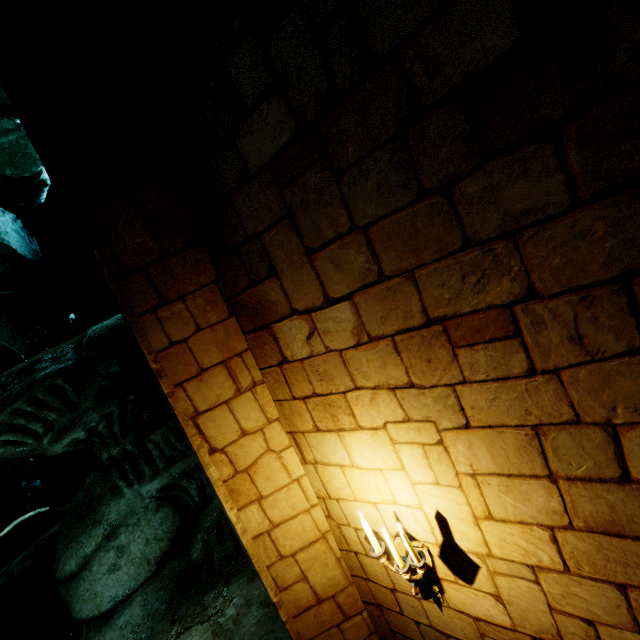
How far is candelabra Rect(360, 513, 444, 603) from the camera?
2.3m

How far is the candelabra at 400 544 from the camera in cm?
226

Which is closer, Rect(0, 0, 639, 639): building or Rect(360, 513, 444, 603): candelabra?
Rect(0, 0, 639, 639): building

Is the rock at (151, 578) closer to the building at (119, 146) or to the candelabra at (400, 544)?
the building at (119, 146)

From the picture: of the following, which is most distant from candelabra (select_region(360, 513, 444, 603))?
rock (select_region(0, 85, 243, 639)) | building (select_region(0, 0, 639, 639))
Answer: rock (select_region(0, 85, 243, 639))

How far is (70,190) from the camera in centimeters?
250cm

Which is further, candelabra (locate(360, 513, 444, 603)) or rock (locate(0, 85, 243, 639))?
rock (locate(0, 85, 243, 639))

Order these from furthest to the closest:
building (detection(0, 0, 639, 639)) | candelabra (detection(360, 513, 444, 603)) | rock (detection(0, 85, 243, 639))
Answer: rock (detection(0, 85, 243, 639)), candelabra (detection(360, 513, 444, 603)), building (detection(0, 0, 639, 639))
